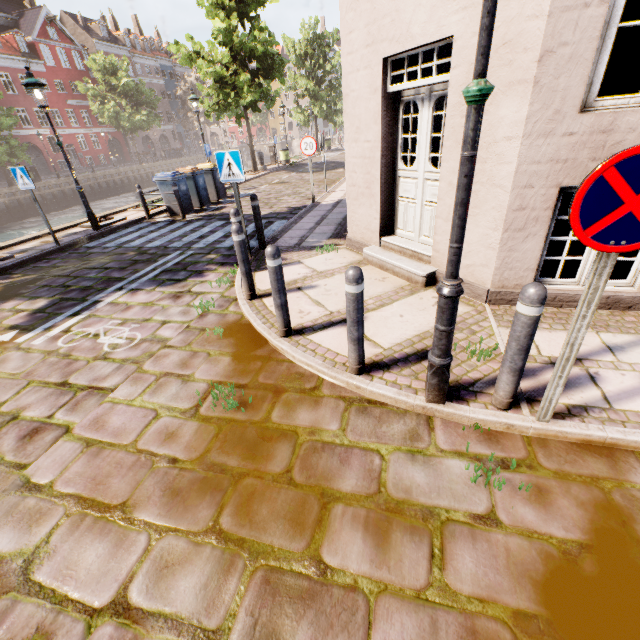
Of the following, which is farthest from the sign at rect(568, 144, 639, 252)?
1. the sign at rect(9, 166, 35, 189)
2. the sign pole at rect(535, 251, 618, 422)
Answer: the sign at rect(9, 166, 35, 189)

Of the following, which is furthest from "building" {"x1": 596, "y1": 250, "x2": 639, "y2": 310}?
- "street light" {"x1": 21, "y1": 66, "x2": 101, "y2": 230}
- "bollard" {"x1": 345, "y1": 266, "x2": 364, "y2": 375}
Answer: "bollard" {"x1": 345, "y1": 266, "x2": 364, "y2": 375}

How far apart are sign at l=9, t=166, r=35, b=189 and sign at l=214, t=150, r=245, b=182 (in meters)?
5.41

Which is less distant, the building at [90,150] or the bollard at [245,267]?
the bollard at [245,267]

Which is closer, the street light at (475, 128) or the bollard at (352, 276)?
the street light at (475, 128)

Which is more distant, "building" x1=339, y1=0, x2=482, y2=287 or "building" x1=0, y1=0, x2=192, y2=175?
"building" x1=0, y1=0, x2=192, y2=175

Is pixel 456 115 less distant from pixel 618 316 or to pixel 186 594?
pixel 618 316

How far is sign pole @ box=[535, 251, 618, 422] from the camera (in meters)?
1.87
